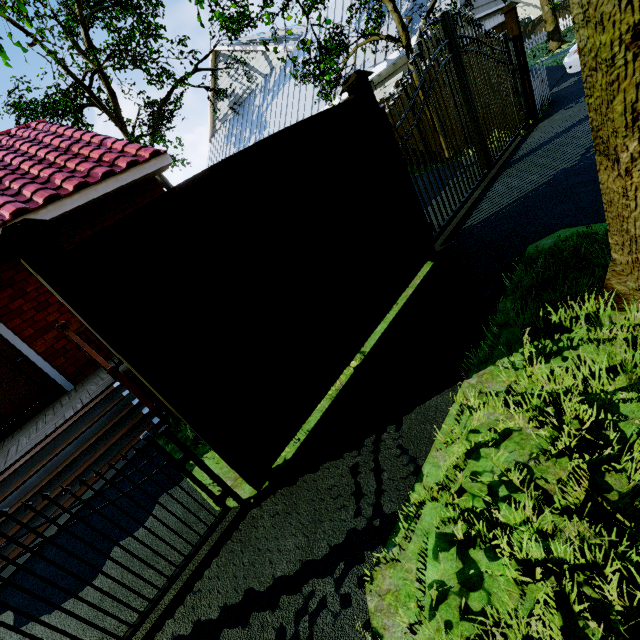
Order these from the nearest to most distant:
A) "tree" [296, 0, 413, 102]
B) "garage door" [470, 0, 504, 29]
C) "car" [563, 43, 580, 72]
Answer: "tree" [296, 0, 413, 102], "car" [563, 43, 580, 72], "garage door" [470, 0, 504, 29]

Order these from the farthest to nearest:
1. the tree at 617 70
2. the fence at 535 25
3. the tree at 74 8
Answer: the fence at 535 25 < the tree at 74 8 < the tree at 617 70

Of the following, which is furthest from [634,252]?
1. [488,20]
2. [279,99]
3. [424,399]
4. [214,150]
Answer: [214,150]

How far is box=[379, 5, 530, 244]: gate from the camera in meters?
4.9

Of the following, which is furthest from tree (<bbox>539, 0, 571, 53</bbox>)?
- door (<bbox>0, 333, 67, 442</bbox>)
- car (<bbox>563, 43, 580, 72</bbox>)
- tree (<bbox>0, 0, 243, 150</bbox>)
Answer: tree (<bbox>0, 0, 243, 150</bbox>)

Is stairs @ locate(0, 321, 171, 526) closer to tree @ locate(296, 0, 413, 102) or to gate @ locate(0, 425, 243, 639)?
gate @ locate(0, 425, 243, 639)

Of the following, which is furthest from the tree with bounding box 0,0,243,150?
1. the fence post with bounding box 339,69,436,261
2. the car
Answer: Result: the car

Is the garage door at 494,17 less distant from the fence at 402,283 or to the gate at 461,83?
the gate at 461,83
